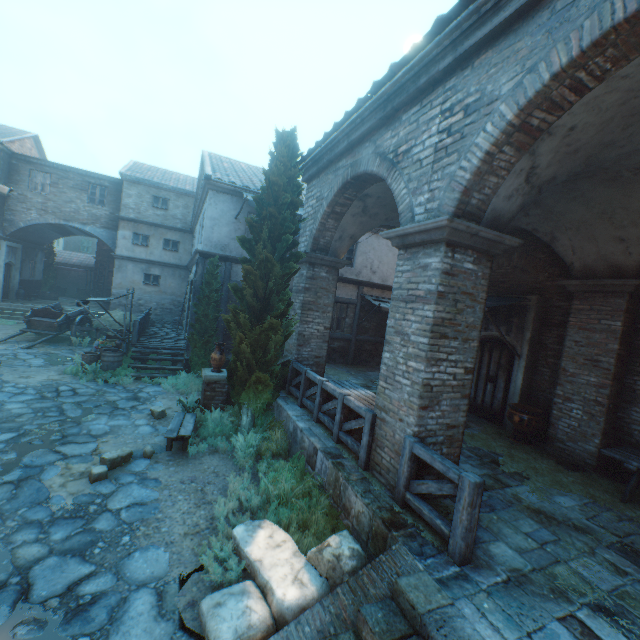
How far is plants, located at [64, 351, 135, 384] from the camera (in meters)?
10.75

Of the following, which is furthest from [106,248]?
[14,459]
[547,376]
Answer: [547,376]

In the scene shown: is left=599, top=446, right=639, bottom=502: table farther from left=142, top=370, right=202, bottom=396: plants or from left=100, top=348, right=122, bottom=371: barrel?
left=100, top=348, right=122, bottom=371: barrel

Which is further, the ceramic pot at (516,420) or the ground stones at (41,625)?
the ceramic pot at (516,420)

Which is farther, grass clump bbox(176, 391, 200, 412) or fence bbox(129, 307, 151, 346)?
fence bbox(129, 307, 151, 346)

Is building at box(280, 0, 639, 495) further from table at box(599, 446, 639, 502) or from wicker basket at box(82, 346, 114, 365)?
table at box(599, 446, 639, 502)

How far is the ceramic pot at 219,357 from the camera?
8.48m

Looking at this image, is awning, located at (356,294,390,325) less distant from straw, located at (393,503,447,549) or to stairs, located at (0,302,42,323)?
straw, located at (393,503,447,549)
